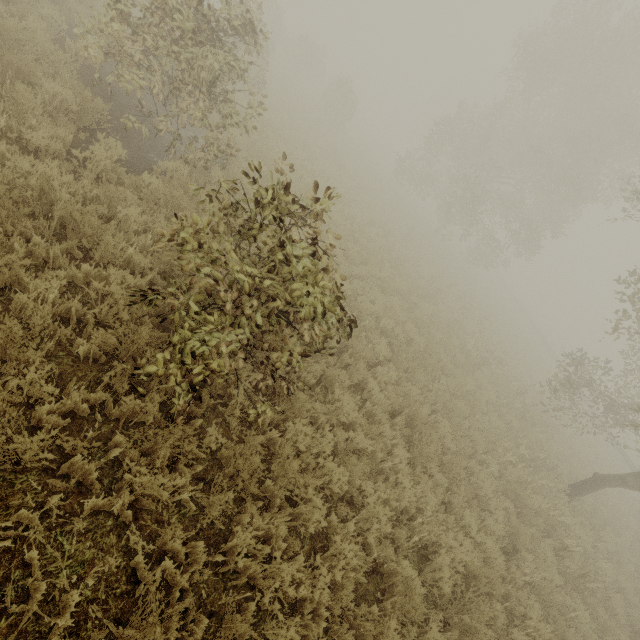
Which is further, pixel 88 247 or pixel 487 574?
pixel 487 574

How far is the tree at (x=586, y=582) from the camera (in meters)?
8.09

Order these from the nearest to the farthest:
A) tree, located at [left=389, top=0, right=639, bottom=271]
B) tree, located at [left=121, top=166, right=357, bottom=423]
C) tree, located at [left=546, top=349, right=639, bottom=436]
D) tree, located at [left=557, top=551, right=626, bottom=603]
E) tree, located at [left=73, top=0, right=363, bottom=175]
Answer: tree, located at [left=121, top=166, right=357, bottom=423] → tree, located at [left=73, top=0, right=363, bottom=175] → tree, located at [left=557, top=551, right=626, bottom=603] → tree, located at [left=546, top=349, right=639, bottom=436] → tree, located at [left=389, top=0, right=639, bottom=271]

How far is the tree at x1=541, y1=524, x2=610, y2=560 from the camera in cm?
824

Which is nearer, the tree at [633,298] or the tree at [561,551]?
the tree at [561,551]
